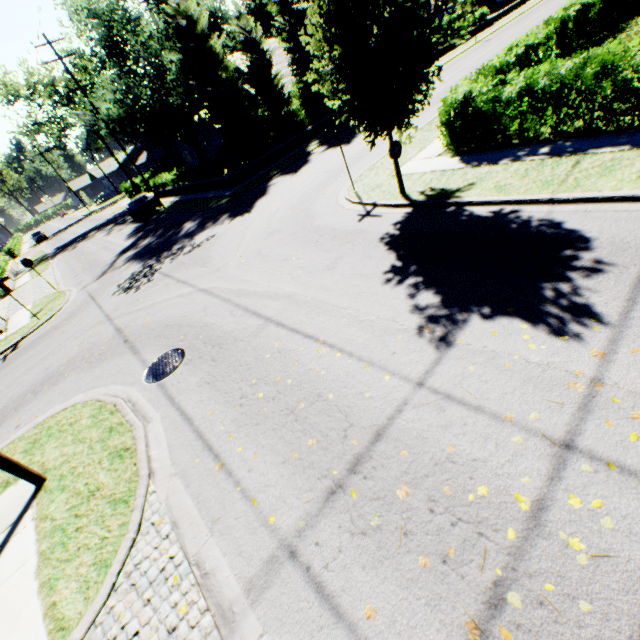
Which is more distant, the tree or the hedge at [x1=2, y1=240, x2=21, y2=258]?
the hedge at [x1=2, y1=240, x2=21, y2=258]

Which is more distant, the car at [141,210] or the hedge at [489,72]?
the car at [141,210]

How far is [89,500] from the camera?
5.4m

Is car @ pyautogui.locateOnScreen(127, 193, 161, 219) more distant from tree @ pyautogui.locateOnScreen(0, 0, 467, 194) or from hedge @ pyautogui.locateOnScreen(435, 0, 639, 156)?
hedge @ pyautogui.locateOnScreen(435, 0, 639, 156)

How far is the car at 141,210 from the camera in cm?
2745

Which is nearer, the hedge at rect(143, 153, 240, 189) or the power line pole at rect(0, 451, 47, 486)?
the power line pole at rect(0, 451, 47, 486)

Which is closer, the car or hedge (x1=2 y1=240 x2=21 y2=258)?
the car

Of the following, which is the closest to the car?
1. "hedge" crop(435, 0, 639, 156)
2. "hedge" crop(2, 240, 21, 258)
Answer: "hedge" crop(435, 0, 639, 156)
